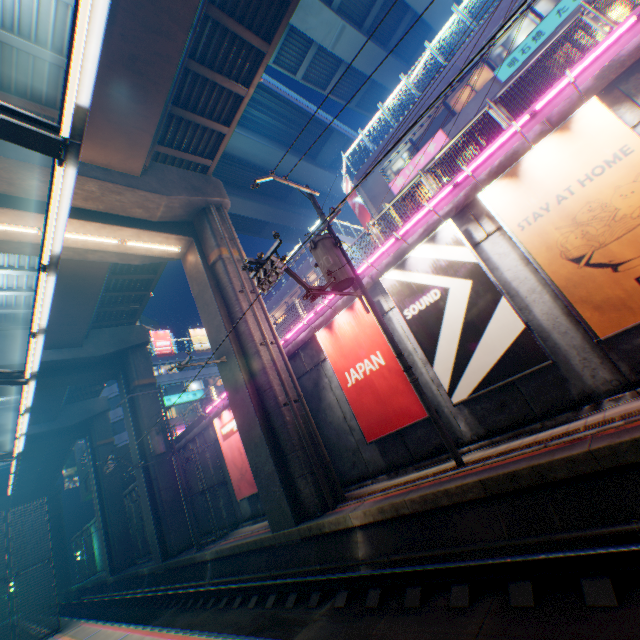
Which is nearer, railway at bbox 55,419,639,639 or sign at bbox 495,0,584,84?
railway at bbox 55,419,639,639

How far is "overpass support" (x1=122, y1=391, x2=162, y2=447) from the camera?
21.5m

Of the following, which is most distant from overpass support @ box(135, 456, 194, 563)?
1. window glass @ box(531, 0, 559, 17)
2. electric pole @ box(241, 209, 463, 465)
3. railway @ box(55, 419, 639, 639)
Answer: window glass @ box(531, 0, 559, 17)

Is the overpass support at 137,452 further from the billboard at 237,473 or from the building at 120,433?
the billboard at 237,473

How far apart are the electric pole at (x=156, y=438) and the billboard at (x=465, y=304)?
16.98m

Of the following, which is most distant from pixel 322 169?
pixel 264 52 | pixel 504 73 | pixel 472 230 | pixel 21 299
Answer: pixel 472 230

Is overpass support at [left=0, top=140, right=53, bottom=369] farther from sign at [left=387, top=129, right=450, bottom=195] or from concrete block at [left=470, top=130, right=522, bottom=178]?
sign at [left=387, top=129, right=450, bottom=195]

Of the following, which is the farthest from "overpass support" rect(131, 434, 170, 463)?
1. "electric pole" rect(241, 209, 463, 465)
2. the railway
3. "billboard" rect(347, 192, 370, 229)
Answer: "billboard" rect(347, 192, 370, 229)
